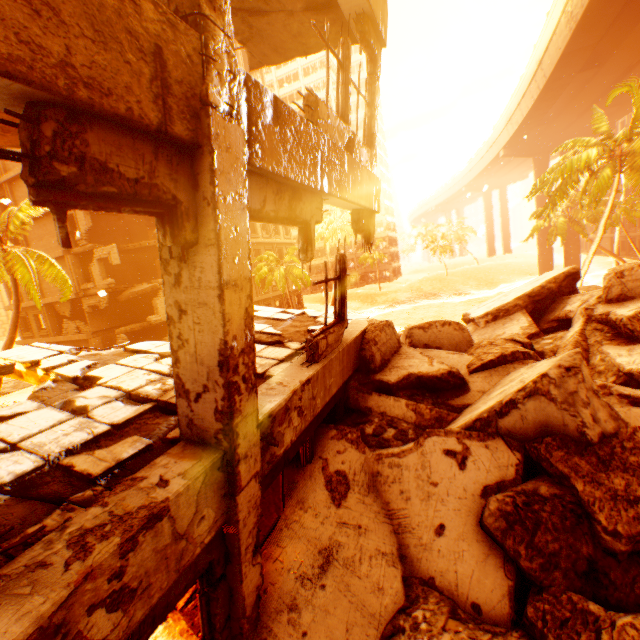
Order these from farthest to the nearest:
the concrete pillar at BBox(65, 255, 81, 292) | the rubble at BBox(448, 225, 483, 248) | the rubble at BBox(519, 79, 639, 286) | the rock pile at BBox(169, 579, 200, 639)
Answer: the rubble at BBox(448, 225, 483, 248), the concrete pillar at BBox(65, 255, 81, 292), the rubble at BBox(519, 79, 639, 286), the rock pile at BBox(169, 579, 200, 639)

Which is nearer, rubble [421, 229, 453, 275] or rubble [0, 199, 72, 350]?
rubble [0, 199, 72, 350]

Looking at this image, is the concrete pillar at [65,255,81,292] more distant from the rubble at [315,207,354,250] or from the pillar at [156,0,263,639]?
the pillar at [156,0,263,639]

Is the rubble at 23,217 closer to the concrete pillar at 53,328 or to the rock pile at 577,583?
the concrete pillar at 53,328

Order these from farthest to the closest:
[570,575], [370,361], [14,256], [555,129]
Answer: [555,129]
[14,256]
[370,361]
[570,575]

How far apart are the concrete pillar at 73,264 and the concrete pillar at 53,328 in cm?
437

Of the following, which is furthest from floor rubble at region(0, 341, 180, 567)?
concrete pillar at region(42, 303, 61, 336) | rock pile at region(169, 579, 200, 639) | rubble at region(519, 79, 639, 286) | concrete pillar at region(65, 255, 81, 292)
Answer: concrete pillar at region(42, 303, 61, 336)
